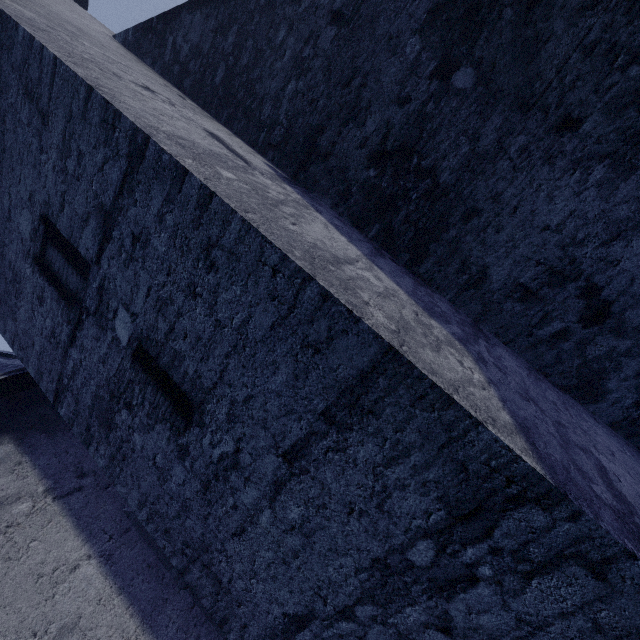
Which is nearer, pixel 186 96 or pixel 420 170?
pixel 420 170
